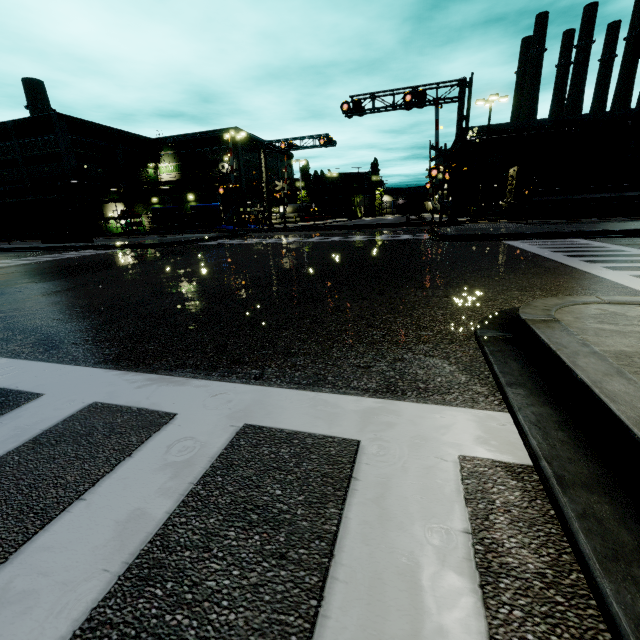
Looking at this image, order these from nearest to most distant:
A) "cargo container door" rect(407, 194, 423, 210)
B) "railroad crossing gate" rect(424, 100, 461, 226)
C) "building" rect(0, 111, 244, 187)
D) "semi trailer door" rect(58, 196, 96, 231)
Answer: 1. "railroad crossing gate" rect(424, 100, 461, 226)
2. "semi trailer door" rect(58, 196, 96, 231)
3. "building" rect(0, 111, 244, 187)
4. "cargo container door" rect(407, 194, 423, 210)

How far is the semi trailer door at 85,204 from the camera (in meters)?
25.02

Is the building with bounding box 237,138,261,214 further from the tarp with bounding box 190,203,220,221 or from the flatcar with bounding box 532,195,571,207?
the flatcar with bounding box 532,195,571,207

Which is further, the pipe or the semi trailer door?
the pipe

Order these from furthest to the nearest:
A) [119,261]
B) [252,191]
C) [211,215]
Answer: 1. [252,191]
2. [211,215]
3. [119,261]

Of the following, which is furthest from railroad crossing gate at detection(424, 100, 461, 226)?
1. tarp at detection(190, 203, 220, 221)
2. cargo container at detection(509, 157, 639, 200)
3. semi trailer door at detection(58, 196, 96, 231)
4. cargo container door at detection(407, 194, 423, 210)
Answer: tarp at detection(190, 203, 220, 221)

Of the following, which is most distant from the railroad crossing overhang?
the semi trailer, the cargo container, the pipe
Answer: the pipe

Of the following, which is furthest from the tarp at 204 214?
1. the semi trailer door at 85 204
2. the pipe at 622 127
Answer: the pipe at 622 127
